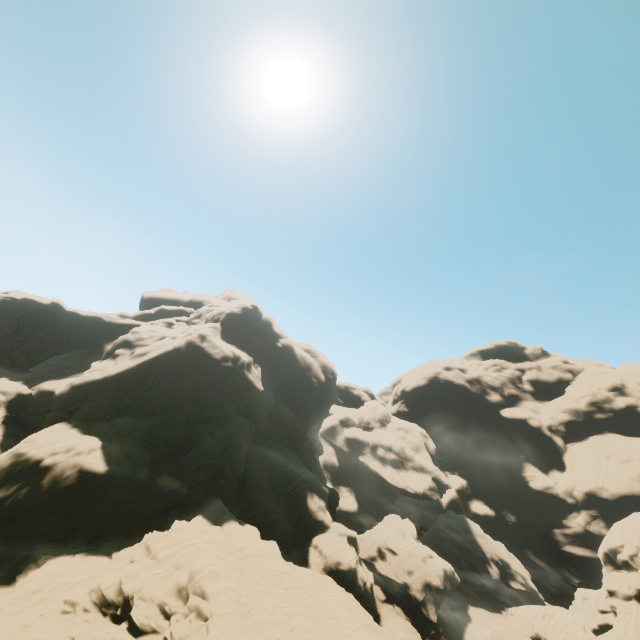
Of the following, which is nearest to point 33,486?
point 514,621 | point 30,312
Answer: point 30,312

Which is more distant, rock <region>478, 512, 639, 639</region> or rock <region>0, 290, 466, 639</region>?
rock <region>478, 512, 639, 639</region>

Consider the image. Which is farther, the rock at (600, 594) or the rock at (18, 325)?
the rock at (600, 594)
